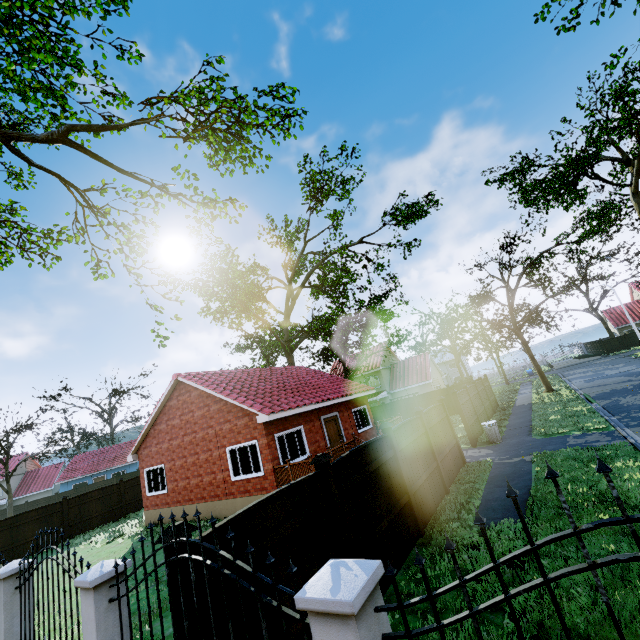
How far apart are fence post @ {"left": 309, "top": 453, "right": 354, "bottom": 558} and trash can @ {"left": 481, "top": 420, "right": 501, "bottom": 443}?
11.5 meters

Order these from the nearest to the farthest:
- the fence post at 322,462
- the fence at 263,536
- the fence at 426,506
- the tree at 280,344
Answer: the fence at 263,536 → the fence post at 322,462 → the fence at 426,506 → the tree at 280,344

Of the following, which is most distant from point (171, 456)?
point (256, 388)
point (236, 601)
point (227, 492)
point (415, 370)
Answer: point (415, 370)

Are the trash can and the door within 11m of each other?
yes

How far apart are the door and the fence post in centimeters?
1111cm

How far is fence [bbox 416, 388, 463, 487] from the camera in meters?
10.5

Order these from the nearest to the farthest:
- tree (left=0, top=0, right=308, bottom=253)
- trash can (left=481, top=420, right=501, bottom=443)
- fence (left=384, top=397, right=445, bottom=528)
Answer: fence (left=384, top=397, right=445, bottom=528), tree (left=0, top=0, right=308, bottom=253), trash can (left=481, top=420, right=501, bottom=443)

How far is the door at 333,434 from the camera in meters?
16.7
